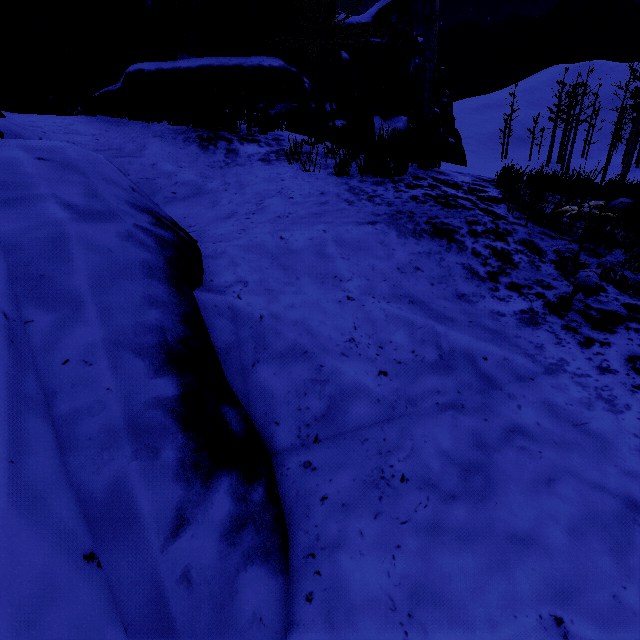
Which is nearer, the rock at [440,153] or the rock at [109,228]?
the rock at [109,228]

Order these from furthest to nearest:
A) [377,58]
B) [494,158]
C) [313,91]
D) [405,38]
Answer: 1. [494,158]
2. [405,38]
3. [377,58]
4. [313,91]

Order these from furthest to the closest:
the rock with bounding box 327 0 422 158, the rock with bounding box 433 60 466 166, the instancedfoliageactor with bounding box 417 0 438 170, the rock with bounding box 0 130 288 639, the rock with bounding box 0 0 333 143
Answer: the rock with bounding box 0 0 333 143 < the rock with bounding box 327 0 422 158 < the rock with bounding box 433 60 466 166 < the instancedfoliageactor with bounding box 417 0 438 170 < the rock with bounding box 0 130 288 639

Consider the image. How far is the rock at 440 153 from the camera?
5.9m

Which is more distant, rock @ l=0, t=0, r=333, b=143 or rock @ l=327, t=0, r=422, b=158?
rock @ l=0, t=0, r=333, b=143

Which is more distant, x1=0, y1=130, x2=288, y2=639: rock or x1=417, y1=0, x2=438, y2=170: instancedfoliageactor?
x1=417, y1=0, x2=438, y2=170: instancedfoliageactor

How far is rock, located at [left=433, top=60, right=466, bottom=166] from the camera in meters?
5.9 m

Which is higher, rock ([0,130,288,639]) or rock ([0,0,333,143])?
rock ([0,0,333,143])
